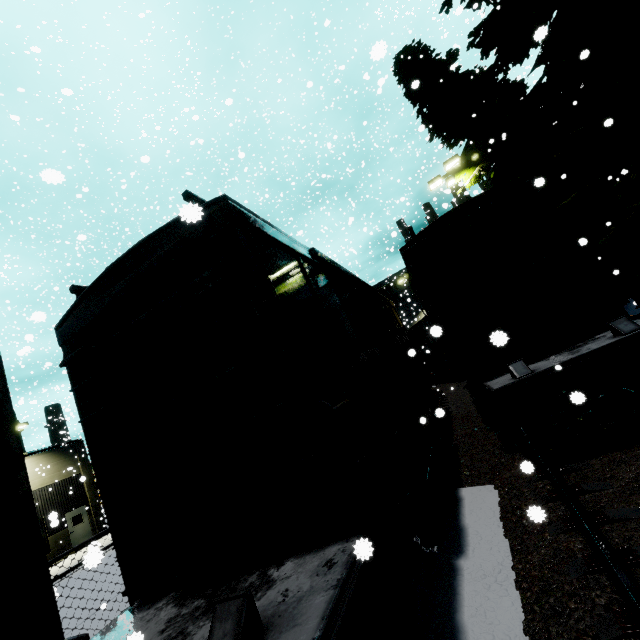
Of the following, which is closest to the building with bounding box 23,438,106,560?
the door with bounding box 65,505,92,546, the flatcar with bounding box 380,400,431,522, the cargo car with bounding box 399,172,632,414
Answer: the door with bounding box 65,505,92,546

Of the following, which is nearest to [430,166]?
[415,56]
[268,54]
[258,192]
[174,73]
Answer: [268,54]

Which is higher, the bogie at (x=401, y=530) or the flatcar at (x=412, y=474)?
the flatcar at (x=412, y=474)

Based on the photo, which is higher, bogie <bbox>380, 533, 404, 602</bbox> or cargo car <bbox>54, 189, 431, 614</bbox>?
cargo car <bbox>54, 189, 431, 614</bbox>

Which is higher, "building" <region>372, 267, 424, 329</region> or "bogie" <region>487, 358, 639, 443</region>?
"building" <region>372, 267, 424, 329</region>

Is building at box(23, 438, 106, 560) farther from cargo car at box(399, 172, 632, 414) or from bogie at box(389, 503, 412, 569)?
bogie at box(389, 503, 412, 569)

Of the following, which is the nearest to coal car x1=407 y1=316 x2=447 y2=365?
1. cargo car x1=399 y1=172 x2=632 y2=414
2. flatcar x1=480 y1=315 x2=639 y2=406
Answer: cargo car x1=399 y1=172 x2=632 y2=414

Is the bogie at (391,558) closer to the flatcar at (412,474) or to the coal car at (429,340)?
the flatcar at (412,474)
